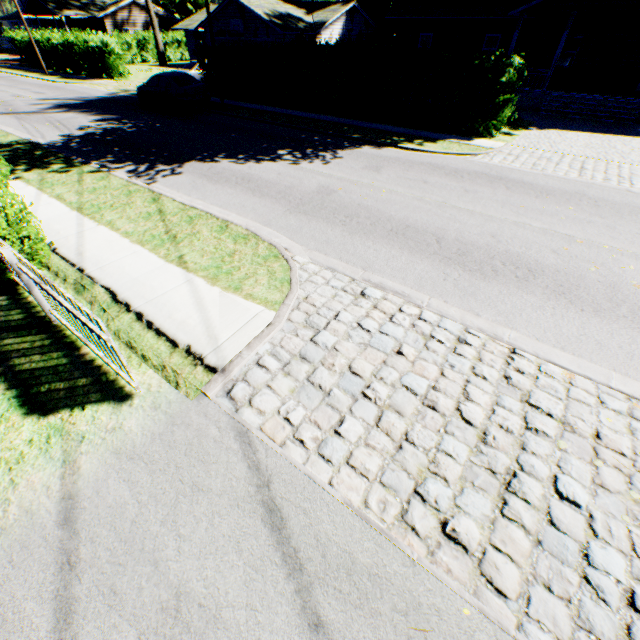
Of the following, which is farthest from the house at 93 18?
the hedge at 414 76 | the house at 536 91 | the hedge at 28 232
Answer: Answer: the hedge at 28 232

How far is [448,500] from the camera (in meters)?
3.19

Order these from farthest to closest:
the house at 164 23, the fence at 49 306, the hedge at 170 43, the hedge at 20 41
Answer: the house at 164 23 < the hedge at 170 43 < the hedge at 20 41 < the fence at 49 306

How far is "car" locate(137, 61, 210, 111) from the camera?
17.4 meters

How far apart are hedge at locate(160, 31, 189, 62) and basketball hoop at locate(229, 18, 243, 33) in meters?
20.9 m

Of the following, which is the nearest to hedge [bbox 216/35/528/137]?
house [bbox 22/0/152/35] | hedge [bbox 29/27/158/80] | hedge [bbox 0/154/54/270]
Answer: hedge [bbox 29/27/158/80]

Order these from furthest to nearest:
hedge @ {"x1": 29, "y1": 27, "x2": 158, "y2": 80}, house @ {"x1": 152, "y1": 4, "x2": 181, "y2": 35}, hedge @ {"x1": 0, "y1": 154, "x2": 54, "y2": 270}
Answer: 1. house @ {"x1": 152, "y1": 4, "x2": 181, "y2": 35}
2. hedge @ {"x1": 29, "y1": 27, "x2": 158, "y2": 80}
3. hedge @ {"x1": 0, "y1": 154, "x2": 54, "y2": 270}

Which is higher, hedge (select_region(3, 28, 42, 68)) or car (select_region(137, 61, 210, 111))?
hedge (select_region(3, 28, 42, 68))
